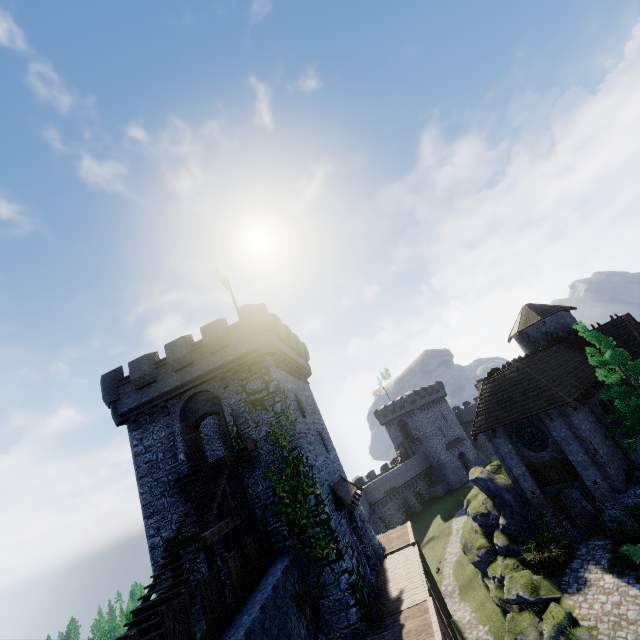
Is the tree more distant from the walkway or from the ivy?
the ivy

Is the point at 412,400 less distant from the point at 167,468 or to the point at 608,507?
the point at 608,507

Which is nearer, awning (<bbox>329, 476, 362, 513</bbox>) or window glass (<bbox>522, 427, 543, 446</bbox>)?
awning (<bbox>329, 476, 362, 513</bbox>)

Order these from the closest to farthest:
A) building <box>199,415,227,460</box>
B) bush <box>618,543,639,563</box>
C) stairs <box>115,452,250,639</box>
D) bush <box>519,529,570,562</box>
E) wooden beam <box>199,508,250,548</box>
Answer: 1. stairs <box>115,452,250,639</box>
2. wooden beam <box>199,508,250,548</box>
3. bush <box>618,543,639,563</box>
4. bush <box>519,529,570,562</box>
5. building <box>199,415,227,460</box>

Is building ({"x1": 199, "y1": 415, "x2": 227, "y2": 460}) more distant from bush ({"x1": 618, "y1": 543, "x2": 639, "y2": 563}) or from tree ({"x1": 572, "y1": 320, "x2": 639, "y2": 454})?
tree ({"x1": 572, "y1": 320, "x2": 639, "y2": 454})

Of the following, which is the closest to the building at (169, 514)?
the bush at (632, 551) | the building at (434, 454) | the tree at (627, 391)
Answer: the bush at (632, 551)

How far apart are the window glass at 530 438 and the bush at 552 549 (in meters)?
4.87

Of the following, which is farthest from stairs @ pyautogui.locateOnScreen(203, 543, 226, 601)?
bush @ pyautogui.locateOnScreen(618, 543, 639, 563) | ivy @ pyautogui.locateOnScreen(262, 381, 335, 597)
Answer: bush @ pyautogui.locateOnScreen(618, 543, 639, 563)
